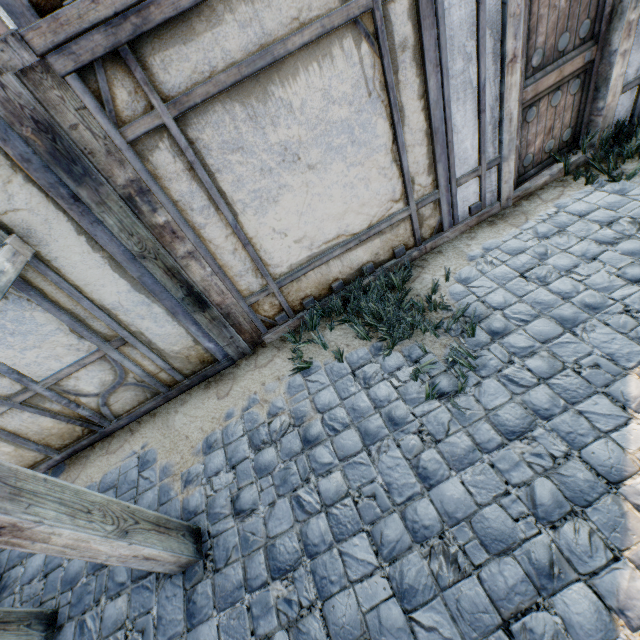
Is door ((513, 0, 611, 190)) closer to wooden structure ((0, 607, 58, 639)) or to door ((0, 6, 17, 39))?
door ((0, 6, 17, 39))

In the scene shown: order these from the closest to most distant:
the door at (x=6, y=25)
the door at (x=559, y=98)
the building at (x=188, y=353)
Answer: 1. the door at (x=6, y=25)
2. the building at (x=188, y=353)
3. the door at (x=559, y=98)

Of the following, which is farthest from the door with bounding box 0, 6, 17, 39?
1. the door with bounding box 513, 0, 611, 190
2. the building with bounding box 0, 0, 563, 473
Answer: the door with bounding box 513, 0, 611, 190

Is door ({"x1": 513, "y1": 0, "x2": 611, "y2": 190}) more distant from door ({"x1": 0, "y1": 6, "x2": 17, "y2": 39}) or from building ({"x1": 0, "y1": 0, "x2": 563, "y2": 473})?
door ({"x1": 0, "y1": 6, "x2": 17, "y2": 39})

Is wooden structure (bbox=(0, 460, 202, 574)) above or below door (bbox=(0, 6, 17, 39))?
below

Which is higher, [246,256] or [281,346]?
[246,256]

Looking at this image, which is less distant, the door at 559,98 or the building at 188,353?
the building at 188,353
